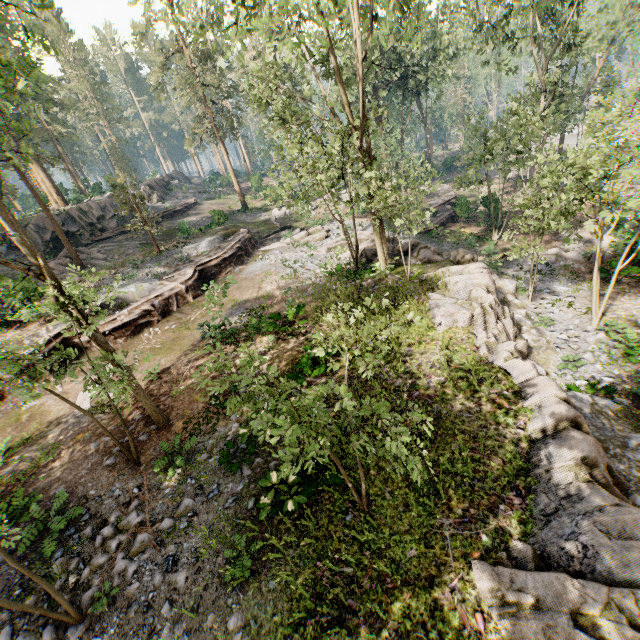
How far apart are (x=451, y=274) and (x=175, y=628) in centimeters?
1619cm

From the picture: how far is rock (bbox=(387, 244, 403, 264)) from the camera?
18.86m

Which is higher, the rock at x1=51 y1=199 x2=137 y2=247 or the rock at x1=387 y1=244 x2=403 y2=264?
the rock at x1=51 y1=199 x2=137 y2=247

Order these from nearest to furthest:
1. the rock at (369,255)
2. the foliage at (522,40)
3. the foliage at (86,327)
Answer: the foliage at (86,327)
the foliage at (522,40)
the rock at (369,255)

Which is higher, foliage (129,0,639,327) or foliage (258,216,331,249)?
foliage (129,0,639,327)

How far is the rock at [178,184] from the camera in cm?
3944

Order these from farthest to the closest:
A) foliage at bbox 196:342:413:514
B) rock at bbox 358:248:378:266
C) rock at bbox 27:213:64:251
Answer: rock at bbox 27:213:64:251 → rock at bbox 358:248:378:266 → foliage at bbox 196:342:413:514

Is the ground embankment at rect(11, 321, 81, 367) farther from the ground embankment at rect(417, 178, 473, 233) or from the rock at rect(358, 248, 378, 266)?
the ground embankment at rect(417, 178, 473, 233)
